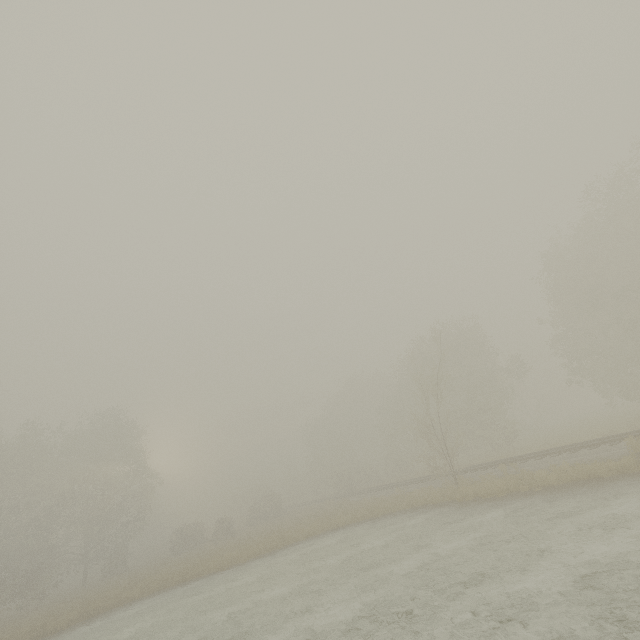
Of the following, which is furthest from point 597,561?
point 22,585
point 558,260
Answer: point 22,585
